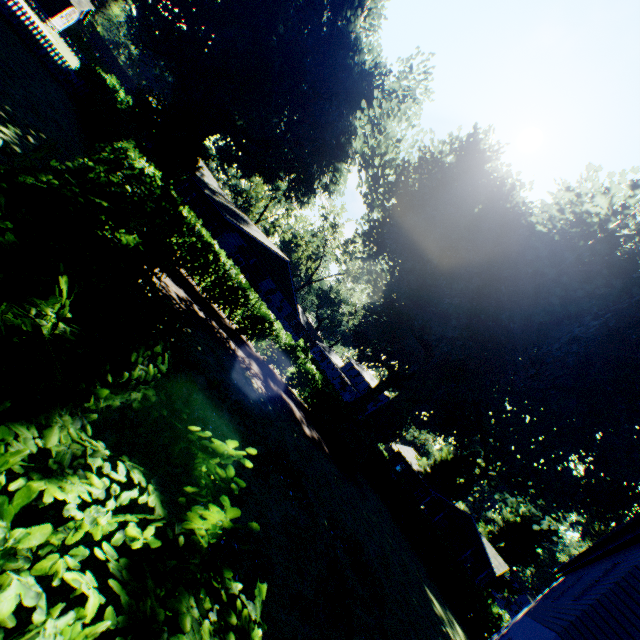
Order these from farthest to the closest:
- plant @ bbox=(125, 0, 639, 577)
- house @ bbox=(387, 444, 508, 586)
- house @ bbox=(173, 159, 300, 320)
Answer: house @ bbox=(387, 444, 508, 586), house @ bbox=(173, 159, 300, 320), plant @ bbox=(125, 0, 639, 577)

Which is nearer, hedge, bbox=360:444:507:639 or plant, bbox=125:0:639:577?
plant, bbox=125:0:639:577

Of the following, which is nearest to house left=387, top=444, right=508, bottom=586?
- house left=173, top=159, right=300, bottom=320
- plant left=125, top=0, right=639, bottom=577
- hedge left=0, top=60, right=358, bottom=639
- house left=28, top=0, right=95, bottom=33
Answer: plant left=125, top=0, right=639, bottom=577

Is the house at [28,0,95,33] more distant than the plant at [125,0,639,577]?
Yes

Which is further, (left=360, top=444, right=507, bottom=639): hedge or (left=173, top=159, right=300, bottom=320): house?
(left=173, top=159, right=300, bottom=320): house

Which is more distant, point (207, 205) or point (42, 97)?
point (207, 205)

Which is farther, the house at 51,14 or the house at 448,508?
the house at 448,508

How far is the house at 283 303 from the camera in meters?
25.3 m
